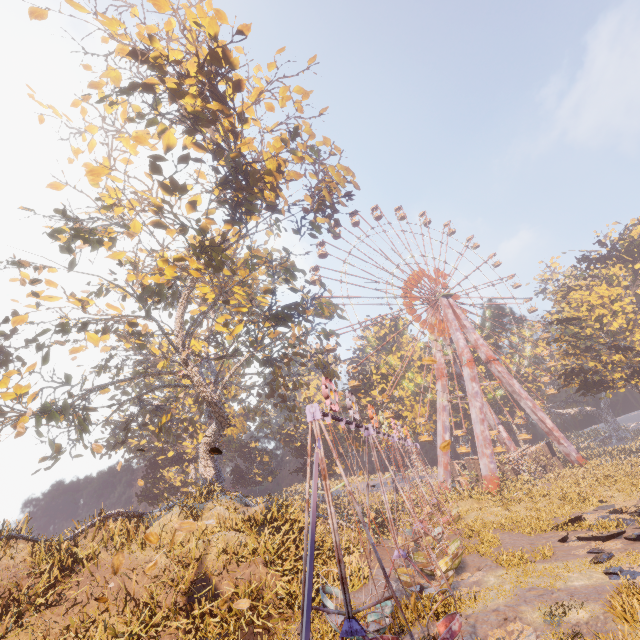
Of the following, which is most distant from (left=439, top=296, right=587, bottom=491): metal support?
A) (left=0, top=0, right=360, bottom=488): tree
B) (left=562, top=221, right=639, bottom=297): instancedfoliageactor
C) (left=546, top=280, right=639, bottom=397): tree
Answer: (left=562, top=221, right=639, bottom=297): instancedfoliageactor

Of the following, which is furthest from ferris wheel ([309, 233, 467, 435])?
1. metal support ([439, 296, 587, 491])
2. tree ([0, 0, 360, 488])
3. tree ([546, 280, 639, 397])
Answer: tree ([546, 280, 639, 397])

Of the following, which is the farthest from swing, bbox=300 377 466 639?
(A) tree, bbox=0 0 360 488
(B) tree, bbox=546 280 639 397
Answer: (B) tree, bbox=546 280 639 397

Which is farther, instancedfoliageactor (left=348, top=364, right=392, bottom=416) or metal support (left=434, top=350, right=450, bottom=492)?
instancedfoliageactor (left=348, top=364, right=392, bottom=416)

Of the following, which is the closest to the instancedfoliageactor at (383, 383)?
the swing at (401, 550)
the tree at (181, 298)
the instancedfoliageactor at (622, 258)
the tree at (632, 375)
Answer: the swing at (401, 550)

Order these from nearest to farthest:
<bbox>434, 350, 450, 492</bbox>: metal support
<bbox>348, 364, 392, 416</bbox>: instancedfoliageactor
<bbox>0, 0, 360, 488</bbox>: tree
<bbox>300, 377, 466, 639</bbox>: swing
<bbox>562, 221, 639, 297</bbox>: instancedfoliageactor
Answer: <bbox>300, 377, 466, 639</bbox>: swing < <bbox>0, 0, 360, 488</bbox>: tree < <bbox>434, 350, 450, 492</bbox>: metal support < <bbox>562, 221, 639, 297</bbox>: instancedfoliageactor < <bbox>348, 364, 392, 416</bbox>: instancedfoliageactor

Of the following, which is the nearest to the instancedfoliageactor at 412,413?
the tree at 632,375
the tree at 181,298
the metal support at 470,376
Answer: the metal support at 470,376

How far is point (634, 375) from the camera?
32.09m
